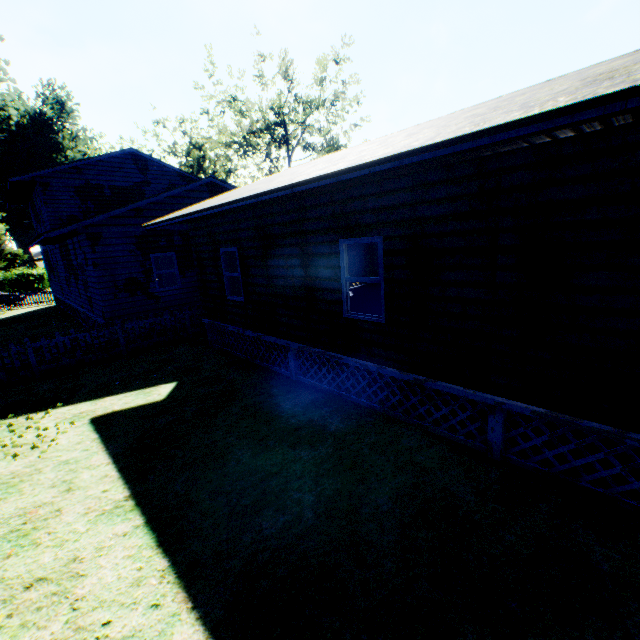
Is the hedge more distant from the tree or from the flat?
the flat

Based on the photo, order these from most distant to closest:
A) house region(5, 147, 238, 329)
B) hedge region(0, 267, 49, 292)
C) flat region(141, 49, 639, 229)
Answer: hedge region(0, 267, 49, 292) → house region(5, 147, 238, 329) → flat region(141, 49, 639, 229)

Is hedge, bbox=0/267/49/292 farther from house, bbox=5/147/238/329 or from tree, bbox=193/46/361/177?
tree, bbox=193/46/361/177

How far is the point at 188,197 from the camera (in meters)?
14.27

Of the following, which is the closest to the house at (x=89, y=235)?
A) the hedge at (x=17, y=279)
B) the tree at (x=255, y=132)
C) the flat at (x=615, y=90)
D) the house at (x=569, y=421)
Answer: the flat at (x=615, y=90)

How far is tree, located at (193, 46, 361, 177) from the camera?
Result: 31.36m

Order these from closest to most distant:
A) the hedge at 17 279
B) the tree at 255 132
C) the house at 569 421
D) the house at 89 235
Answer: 1. the house at 569 421
2. the house at 89 235
3. the tree at 255 132
4. the hedge at 17 279

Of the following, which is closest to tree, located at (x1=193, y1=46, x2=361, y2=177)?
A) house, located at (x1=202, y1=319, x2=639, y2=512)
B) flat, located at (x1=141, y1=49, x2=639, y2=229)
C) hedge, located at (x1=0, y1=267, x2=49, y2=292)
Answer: flat, located at (x1=141, y1=49, x2=639, y2=229)
